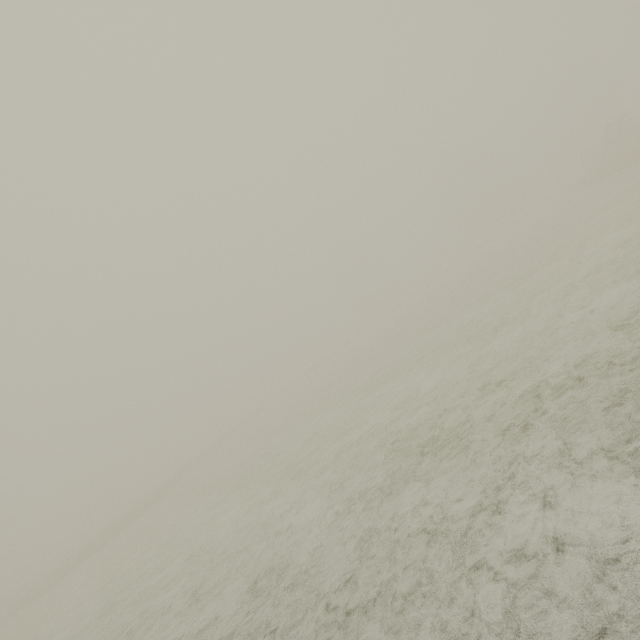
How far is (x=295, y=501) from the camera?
8.0 meters
